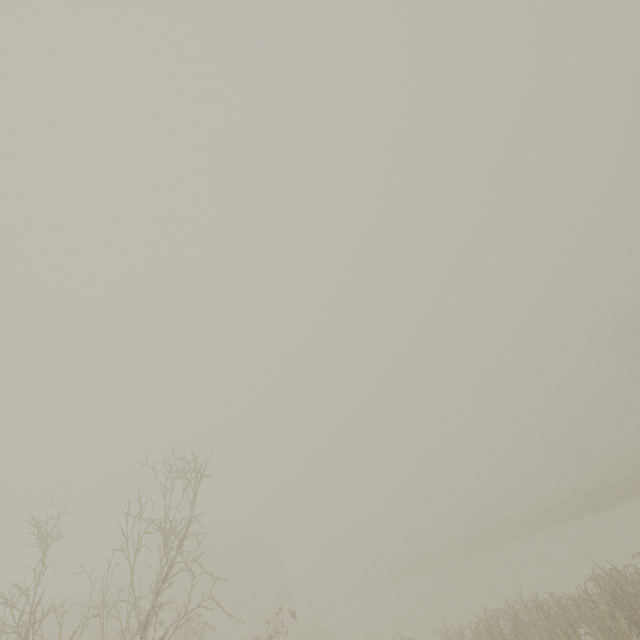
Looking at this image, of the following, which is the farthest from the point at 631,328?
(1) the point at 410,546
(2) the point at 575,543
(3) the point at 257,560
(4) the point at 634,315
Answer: (3) the point at 257,560
